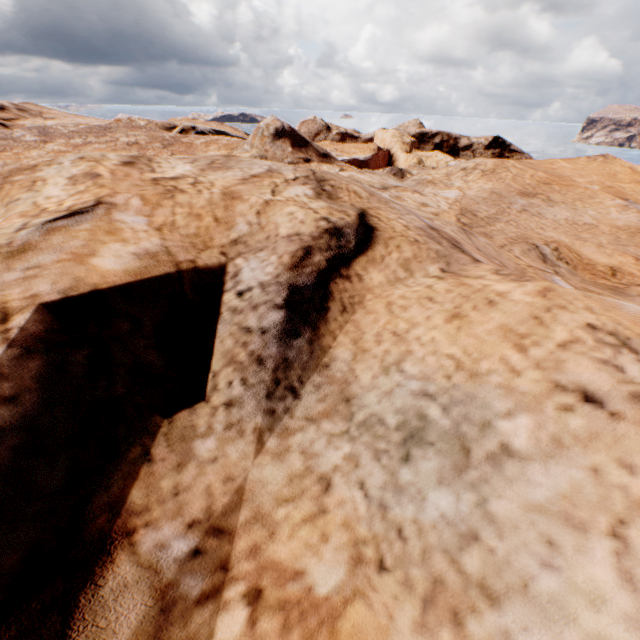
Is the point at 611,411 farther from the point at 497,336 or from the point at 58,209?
the point at 58,209
